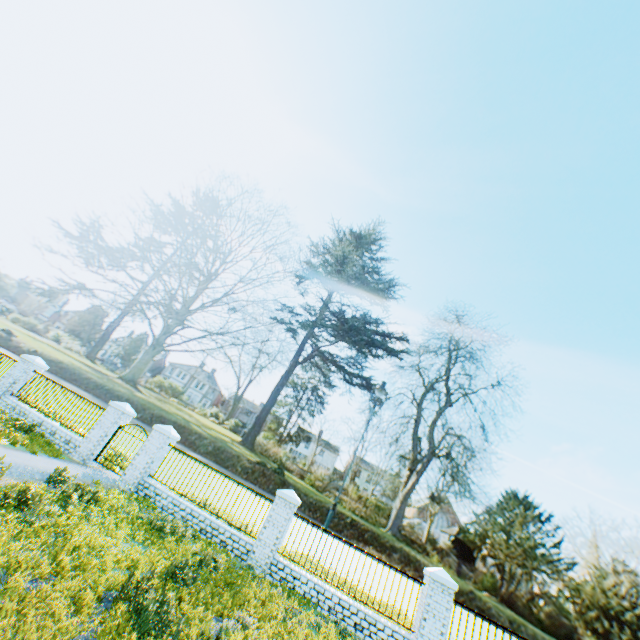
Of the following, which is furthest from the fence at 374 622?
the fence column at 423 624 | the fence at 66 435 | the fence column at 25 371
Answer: the fence column at 25 371

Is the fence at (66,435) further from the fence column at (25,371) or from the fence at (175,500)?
the fence at (175,500)

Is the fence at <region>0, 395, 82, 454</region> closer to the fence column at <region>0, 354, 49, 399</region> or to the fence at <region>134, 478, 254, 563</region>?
the fence column at <region>0, 354, 49, 399</region>

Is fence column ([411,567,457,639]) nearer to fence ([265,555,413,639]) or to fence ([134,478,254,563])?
fence ([265,555,413,639])

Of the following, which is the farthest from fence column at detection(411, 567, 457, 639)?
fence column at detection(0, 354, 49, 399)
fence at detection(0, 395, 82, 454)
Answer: fence column at detection(0, 354, 49, 399)

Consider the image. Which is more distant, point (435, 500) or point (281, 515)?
point (435, 500)

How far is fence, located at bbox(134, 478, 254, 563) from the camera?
10.61m

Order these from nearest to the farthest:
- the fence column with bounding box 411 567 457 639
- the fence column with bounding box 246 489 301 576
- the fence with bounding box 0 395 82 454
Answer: the fence column with bounding box 411 567 457 639 < the fence column with bounding box 246 489 301 576 < the fence with bounding box 0 395 82 454
